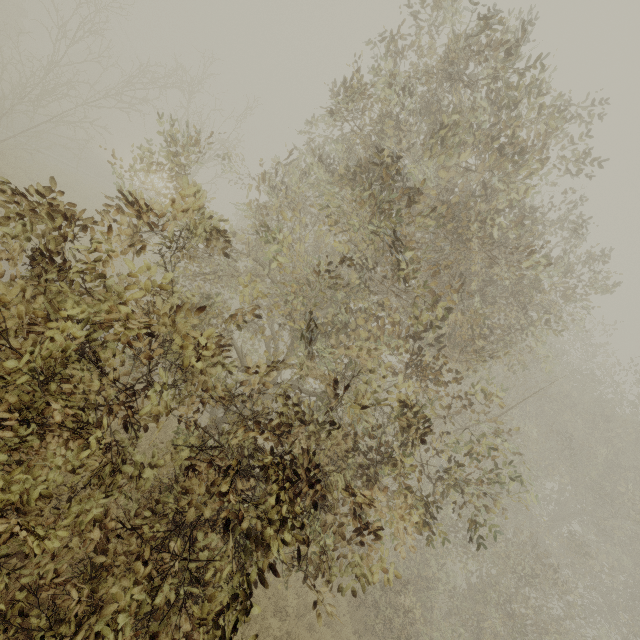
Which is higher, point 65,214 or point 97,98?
point 65,214
